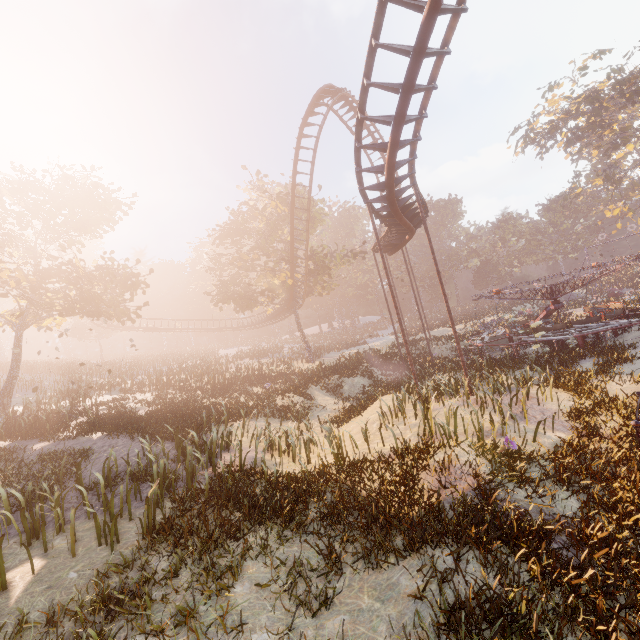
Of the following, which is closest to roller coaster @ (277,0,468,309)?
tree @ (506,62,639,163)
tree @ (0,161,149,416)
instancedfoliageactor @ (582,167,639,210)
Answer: A: tree @ (0,161,149,416)

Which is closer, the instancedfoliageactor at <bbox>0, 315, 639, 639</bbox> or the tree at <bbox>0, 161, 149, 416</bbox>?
the instancedfoliageactor at <bbox>0, 315, 639, 639</bbox>

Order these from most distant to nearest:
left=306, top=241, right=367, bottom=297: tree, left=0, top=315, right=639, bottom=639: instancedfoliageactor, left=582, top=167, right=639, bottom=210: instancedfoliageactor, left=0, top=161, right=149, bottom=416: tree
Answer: left=582, top=167, right=639, bottom=210: instancedfoliageactor, left=306, top=241, right=367, bottom=297: tree, left=0, top=161, right=149, bottom=416: tree, left=0, top=315, right=639, bottom=639: instancedfoliageactor

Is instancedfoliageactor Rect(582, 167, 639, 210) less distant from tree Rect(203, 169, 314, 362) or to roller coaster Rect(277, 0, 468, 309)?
roller coaster Rect(277, 0, 468, 309)

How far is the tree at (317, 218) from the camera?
32.4 meters

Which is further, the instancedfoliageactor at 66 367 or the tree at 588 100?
the tree at 588 100

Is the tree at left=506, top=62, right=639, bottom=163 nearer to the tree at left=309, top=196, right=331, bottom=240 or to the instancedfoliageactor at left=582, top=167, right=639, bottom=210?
the instancedfoliageactor at left=582, top=167, right=639, bottom=210

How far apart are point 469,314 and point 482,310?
4.35m
